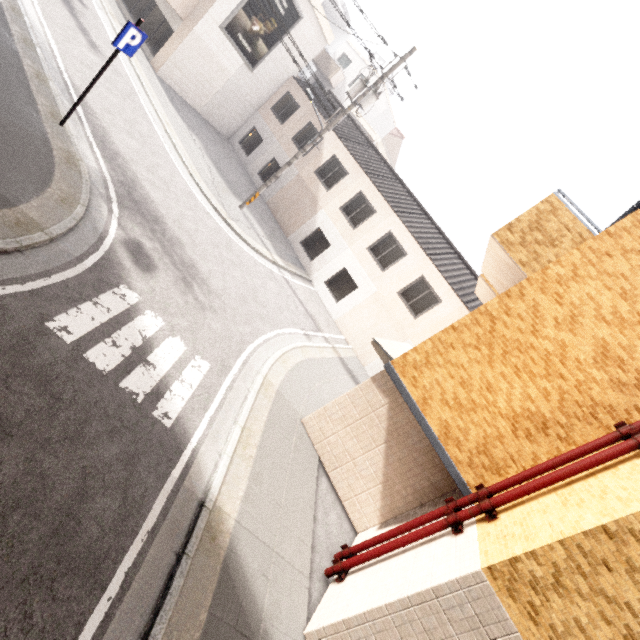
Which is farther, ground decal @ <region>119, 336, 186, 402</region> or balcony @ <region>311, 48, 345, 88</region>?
balcony @ <region>311, 48, 345, 88</region>

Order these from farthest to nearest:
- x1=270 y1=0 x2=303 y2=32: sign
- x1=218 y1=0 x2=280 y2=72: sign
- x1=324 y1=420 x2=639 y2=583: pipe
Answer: x1=270 y1=0 x2=303 y2=32: sign
x1=218 y1=0 x2=280 y2=72: sign
x1=324 y1=420 x2=639 y2=583: pipe

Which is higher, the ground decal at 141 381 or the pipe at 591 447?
the pipe at 591 447

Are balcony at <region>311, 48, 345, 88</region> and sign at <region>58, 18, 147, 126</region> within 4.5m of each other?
no

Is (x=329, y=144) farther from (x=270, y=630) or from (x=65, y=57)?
(x=270, y=630)

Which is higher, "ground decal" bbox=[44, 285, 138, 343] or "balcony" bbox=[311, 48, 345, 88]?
"balcony" bbox=[311, 48, 345, 88]

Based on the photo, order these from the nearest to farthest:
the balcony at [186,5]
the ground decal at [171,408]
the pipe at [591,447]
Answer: the pipe at [591,447] < the ground decal at [171,408] < the balcony at [186,5]

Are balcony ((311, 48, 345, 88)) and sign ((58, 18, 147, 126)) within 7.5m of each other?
no
